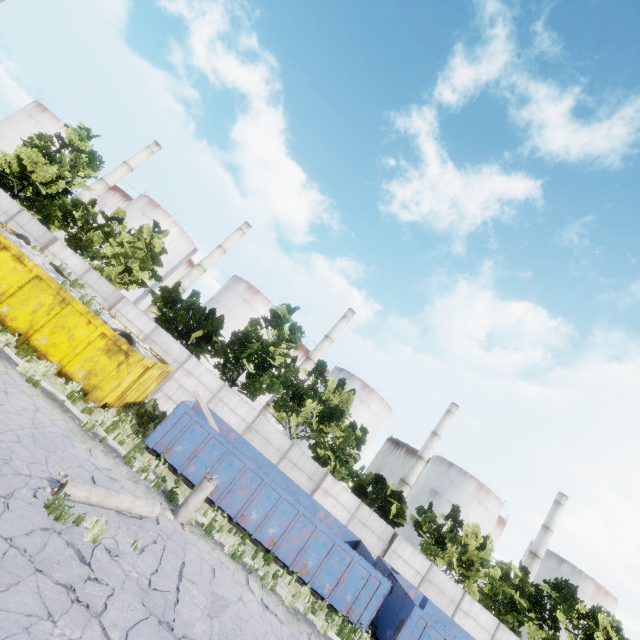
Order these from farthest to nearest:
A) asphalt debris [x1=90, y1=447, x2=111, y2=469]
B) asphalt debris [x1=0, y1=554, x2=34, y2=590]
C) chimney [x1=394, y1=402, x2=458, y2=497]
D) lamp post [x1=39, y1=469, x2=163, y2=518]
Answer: chimney [x1=394, y1=402, x2=458, y2=497] < asphalt debris [x1=90, y1=447, x2=111, y2=469] < lamp post [x1=39, y1=469, x2=163, y2=518] < asphalt debris [x1=0, y1=554, x2=34, y2=590]

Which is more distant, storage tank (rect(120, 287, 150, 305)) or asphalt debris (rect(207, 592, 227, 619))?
storage tank (rect(120, 287, 150, 305))

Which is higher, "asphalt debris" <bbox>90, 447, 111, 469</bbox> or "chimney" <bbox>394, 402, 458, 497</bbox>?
"chimney" <bbox>394, 402, 458, 497</bbox>

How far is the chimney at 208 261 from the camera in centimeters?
5206cm

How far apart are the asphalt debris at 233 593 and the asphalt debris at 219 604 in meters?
0.3 m

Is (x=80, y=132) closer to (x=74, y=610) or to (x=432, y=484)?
(x=74, y=610)

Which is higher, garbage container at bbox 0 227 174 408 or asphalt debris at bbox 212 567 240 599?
garbage container at bbox 0 227 174 408

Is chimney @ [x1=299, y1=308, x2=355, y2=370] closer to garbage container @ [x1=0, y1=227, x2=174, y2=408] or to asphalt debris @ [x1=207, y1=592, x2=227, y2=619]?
garbage container @ [x1=0, y1=227, x2=174, y2=408]
